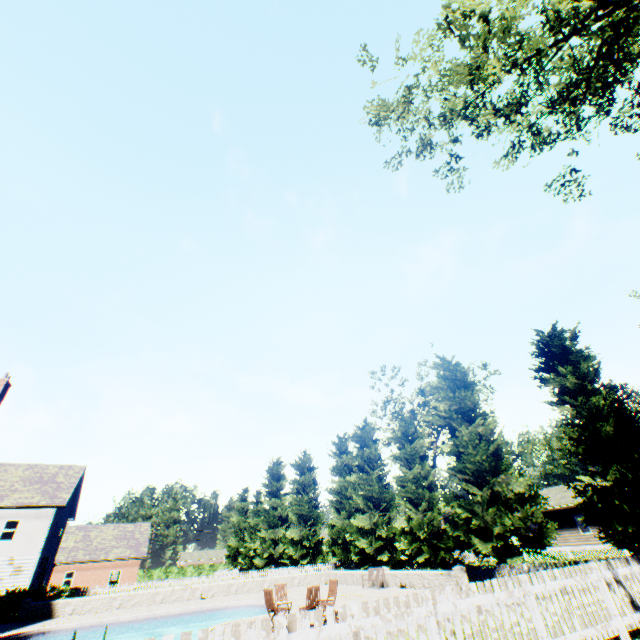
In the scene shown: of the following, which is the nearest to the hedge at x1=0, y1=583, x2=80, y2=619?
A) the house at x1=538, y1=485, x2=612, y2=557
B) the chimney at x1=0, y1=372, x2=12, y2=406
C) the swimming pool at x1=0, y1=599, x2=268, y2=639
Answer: the chimney at x1=0, y1=372, x2=12, y2=406

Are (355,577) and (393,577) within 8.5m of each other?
yes

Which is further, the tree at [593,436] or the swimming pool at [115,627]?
the swimming pool at [115,627]

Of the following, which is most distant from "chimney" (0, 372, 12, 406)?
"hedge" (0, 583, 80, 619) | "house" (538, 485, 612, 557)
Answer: "house" (538, 485, 612, 557)

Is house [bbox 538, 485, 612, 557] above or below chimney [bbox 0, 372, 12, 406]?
below

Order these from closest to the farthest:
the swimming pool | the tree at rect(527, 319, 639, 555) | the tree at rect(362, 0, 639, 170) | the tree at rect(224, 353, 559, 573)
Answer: the tree at rect(362, 0, 639, 170) → the tree at rect(527, 319, 639, 555) → the swimming pool → the tree at rect(224, 353, 559, 573)

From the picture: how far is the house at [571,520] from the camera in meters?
30.5 m

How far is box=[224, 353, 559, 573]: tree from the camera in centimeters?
1803cm
